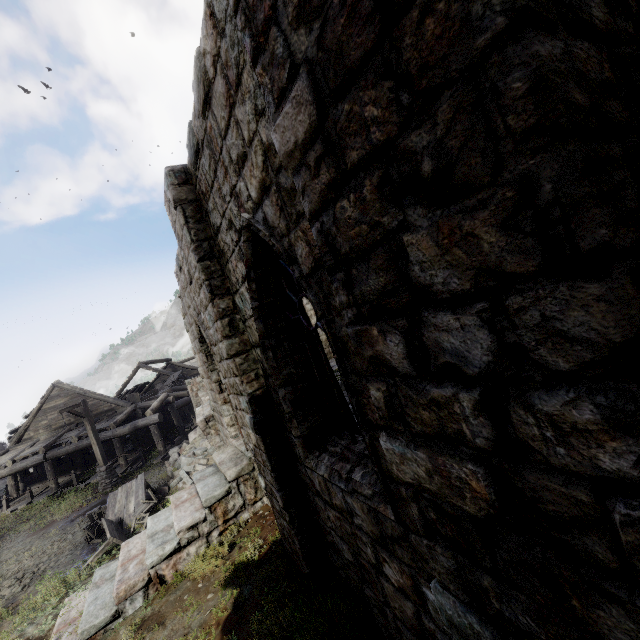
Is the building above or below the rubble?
above

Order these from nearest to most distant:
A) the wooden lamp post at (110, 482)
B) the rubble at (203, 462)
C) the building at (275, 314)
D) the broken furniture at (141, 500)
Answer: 1. the building at (275, 314)
2. the broken furniture at (141, 500)
3. the rubble at (203, 462)
4. the wooden lamp post at (110, 482)

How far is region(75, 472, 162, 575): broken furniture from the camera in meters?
9.9

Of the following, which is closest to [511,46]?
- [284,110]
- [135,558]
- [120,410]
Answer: [284,110]

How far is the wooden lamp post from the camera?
16.0 meters

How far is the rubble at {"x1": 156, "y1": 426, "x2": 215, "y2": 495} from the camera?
13.0m

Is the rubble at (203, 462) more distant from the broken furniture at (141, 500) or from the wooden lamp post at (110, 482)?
the wooden lamp post at (110, 482)

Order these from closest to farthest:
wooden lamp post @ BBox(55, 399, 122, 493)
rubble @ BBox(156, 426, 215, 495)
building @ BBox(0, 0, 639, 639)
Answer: building @ BBox(0, 0, 639, 639), rubble @ BBox(156, 426, 215, 495), wooden lamp post @ BBox(55, 399, 122, 493)
